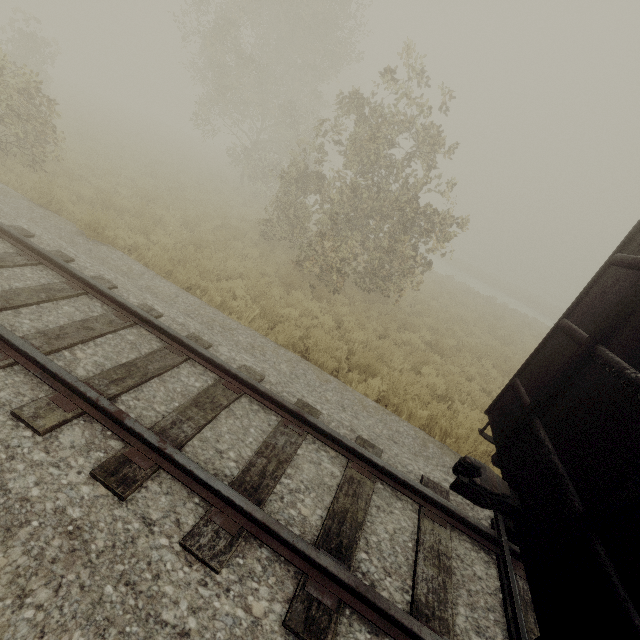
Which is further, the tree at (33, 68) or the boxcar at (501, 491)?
the tree at (33, 68)

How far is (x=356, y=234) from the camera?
11.6m

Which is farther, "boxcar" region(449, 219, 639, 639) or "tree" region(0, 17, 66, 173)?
"tree" region(0, 17, 66, 173)
